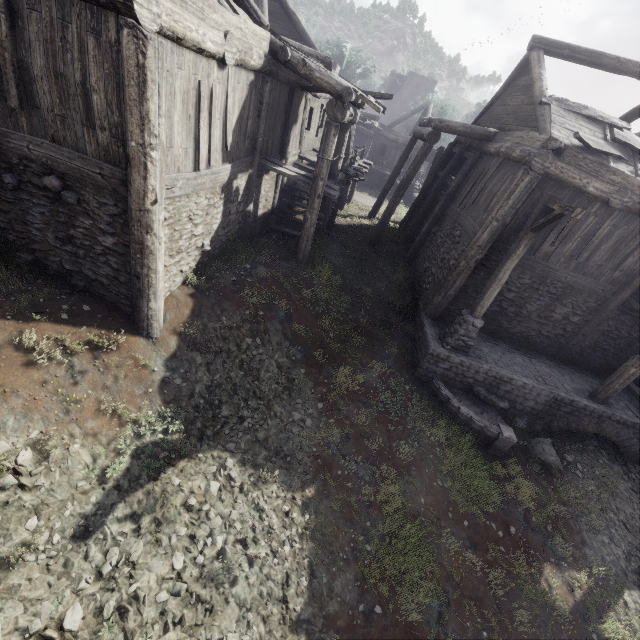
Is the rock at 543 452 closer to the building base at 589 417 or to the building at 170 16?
the building base at 589 417

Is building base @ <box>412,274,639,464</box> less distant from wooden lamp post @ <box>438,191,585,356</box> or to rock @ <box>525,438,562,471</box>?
wooden lamp post @ <box>438,191,585,356</box>

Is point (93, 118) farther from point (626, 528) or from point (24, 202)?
point (626, 528)

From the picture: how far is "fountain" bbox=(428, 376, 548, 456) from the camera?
8.7 meters

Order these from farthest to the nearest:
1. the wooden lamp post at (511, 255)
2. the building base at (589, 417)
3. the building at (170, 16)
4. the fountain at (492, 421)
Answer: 1. the building base at (589, 417)
2. the fountain at (492, 421)
3. the wooden lamp post at (511, 255)
4. the building at (170, 16)

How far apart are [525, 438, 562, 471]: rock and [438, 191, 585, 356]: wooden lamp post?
2.95m

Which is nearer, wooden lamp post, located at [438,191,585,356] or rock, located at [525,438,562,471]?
wooden lamp post, located at [438,191,585,356]

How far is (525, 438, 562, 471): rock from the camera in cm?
897
